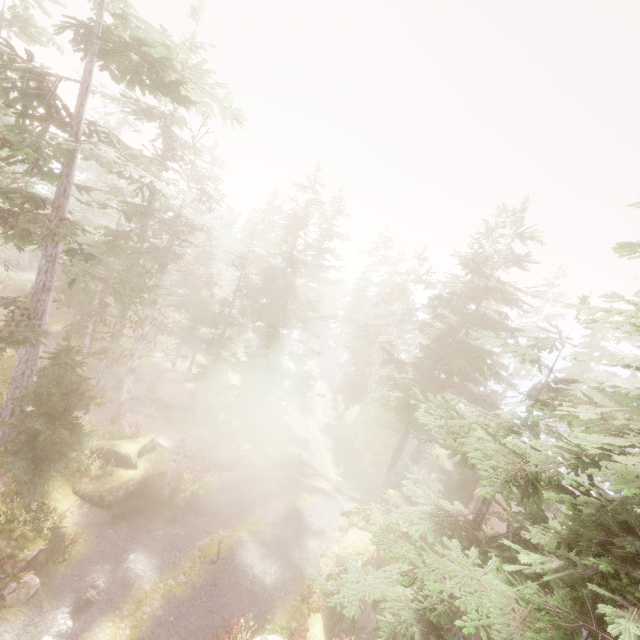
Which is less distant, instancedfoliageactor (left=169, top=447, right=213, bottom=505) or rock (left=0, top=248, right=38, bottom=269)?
instancedfoliageactor (left=169, top=447, right=213, bottom=505)

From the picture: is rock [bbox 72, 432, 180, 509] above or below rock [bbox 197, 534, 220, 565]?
above

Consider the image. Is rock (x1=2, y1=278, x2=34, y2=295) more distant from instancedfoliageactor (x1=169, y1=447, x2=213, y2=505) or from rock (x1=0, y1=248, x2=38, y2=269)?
rock (x1=0, y1=248, x2=38, y2=269)

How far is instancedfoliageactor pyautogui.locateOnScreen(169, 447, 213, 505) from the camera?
17.09m

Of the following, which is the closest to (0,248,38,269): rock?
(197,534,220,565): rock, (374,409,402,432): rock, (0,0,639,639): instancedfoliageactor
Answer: (0,0,639,639): instancedfoliageactor

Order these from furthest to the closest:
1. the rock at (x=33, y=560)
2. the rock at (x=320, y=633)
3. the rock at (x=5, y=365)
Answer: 1. the rock at (x=5, y=365)
2. the rock at (x=320, y=633)
3. the rock at (x=33, y=560)

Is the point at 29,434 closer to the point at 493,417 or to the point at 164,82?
the point at 164,82

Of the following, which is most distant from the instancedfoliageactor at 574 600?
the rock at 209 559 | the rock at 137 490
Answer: the rock at 209 559
